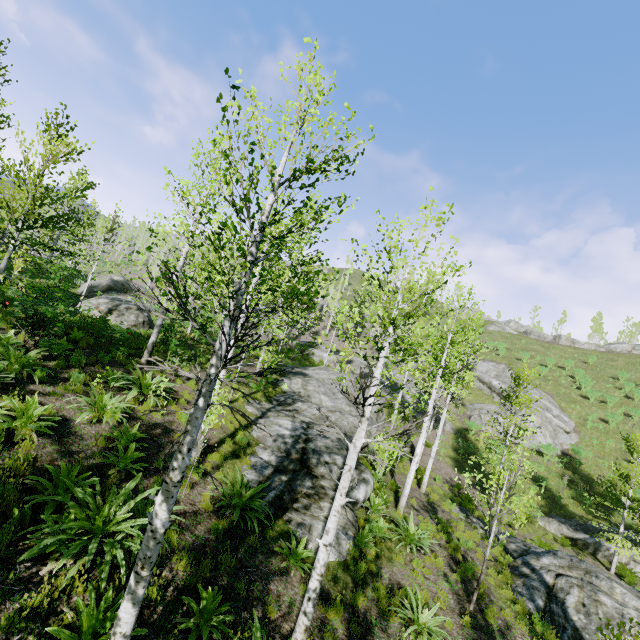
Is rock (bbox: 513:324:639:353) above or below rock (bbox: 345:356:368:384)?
above

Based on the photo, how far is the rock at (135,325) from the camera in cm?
1659

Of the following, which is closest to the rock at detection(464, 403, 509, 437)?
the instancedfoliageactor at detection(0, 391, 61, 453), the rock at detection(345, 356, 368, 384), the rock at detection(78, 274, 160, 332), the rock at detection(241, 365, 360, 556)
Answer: the rock at detection(345, 356, 368, 384)

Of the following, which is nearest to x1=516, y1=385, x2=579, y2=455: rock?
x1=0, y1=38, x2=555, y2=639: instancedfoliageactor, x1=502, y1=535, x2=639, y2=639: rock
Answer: x1=0, y1=38, x2=555, y2=639: instancedfoliageactor

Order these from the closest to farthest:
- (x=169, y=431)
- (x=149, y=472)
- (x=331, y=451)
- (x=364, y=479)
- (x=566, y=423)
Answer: (x=149, y=472), (x=169, y=431), (x=364, y=479), (x=331, y=451), (x=566, y=423)

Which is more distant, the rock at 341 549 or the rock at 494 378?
the rock at 494 378

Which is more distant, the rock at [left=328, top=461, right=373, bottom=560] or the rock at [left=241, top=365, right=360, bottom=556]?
the rock at [left=241, top=365, right=360, bottom=556]

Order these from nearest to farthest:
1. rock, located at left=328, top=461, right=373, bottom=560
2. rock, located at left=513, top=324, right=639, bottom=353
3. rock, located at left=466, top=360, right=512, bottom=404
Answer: rock, located at left=328, top=461, right=373, bottom=560 → rock, located at left=466, top=360, right=512, bottom=404 → rock, located at left=513, top=324, right=639, bottom=353
